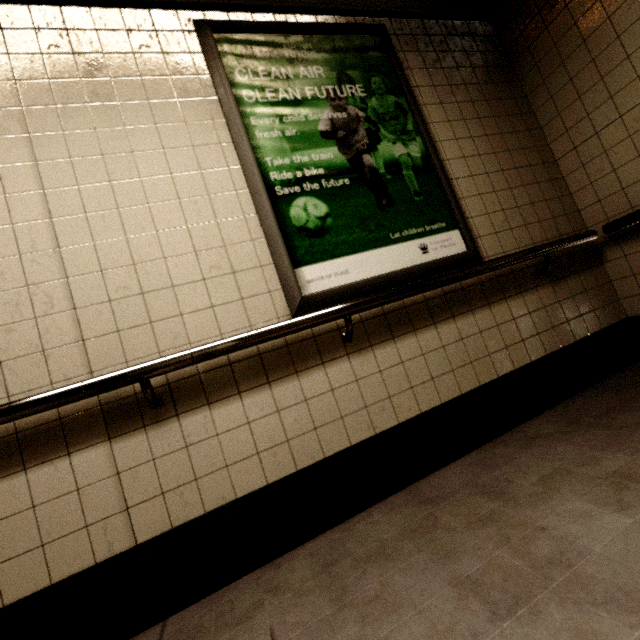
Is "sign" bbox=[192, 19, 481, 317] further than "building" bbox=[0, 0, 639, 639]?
Yes

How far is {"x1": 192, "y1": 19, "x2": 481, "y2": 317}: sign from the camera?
1.7m

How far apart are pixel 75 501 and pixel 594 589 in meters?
1.7 m

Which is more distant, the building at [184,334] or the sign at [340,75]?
the sign at [340,75]

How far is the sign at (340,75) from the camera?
1.7m
